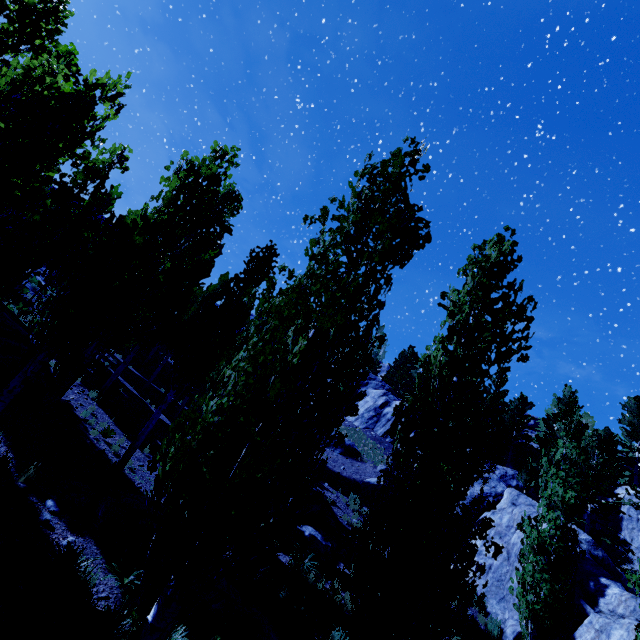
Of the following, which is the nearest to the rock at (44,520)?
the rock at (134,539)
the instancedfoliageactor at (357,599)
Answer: the rock at (134,539)

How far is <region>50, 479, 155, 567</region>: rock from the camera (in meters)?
7.66

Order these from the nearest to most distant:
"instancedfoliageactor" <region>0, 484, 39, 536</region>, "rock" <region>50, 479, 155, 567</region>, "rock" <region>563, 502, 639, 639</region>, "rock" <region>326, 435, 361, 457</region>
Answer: "instancedfoliageactor" <region>0, 484, 39, 536</region> → "rock" <region>50, 479, 155, 567</region> → "rock" <region>563, 502, 639, 639</region> → "rock" <region>326, 435, 361, 457</region>

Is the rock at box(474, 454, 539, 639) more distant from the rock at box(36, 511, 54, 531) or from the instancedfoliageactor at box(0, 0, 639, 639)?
the rock at box(36, 511, 54, 531)

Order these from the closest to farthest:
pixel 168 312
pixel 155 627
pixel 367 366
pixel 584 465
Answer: pixel 155 627, pixel 367 366, pixel 168 312, pixel 584 465

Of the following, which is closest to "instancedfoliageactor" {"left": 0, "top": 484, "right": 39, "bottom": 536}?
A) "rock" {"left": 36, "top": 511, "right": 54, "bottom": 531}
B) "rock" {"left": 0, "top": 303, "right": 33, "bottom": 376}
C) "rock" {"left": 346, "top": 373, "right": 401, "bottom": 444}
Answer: "rock" {"left": 346, "top": 373, "right": 401, "bottom": 444}

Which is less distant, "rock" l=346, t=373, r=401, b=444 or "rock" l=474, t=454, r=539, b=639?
"rock" l=474, t=454, r=539, b=639

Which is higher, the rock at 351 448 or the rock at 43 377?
the rock at 351 448
